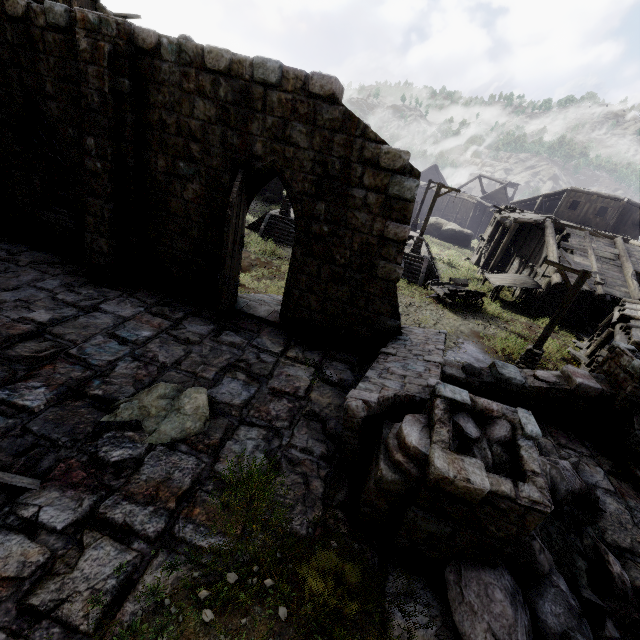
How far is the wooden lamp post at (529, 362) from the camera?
12.1 meters

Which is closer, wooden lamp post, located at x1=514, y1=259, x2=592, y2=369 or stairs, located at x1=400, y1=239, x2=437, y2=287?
wooden lamp post, located at x1=514, y1=259, x2=592, y2=369

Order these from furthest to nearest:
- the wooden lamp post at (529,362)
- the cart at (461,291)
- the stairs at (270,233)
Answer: the stairs at (270,233) → the cart at (461,291) → the wooden lamp post at (529,362)

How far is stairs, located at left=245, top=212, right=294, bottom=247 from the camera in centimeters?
2273cm

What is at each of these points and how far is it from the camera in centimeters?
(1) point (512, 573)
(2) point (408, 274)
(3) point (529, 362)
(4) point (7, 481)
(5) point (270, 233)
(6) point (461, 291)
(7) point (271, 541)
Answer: (1) rubble, 443cm
(2) stairs, 2175cm
(3) wooden lamp post, 1362cm
(4) broken furniture, 404cm
(5) stairs, 2289cm
(6) cart, 1922cm
(7) building, 418cm

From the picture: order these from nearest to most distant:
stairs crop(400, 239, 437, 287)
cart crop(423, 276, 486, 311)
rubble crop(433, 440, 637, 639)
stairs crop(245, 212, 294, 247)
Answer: rubble crop(433, 440, 637, 639) < cart crop(423, 276, 486, 311) < stairs crop(400, 239, 437, 287) < stairs crop(245, 212, 294, 247)

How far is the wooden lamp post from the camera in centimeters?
1209cm

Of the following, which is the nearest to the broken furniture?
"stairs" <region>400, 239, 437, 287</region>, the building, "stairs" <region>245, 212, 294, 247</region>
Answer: the building
